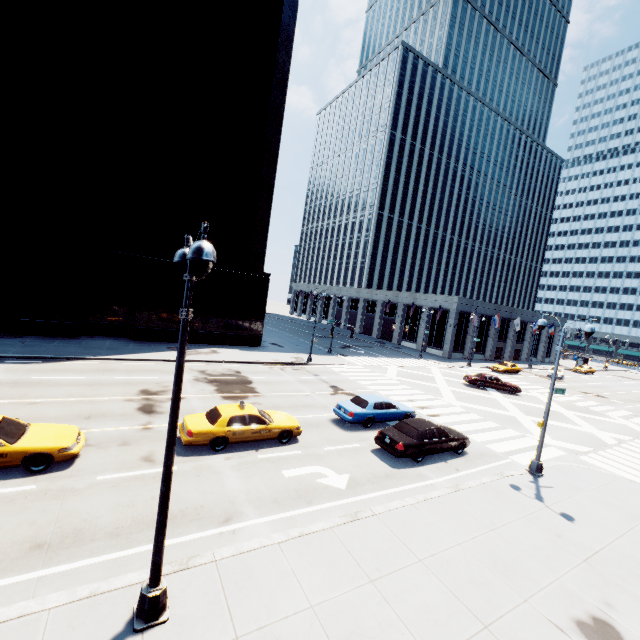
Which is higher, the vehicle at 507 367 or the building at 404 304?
the building at 404 304

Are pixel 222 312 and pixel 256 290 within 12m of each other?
yes

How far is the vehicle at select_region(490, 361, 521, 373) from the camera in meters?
44.2 m

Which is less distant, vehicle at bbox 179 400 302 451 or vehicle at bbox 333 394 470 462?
vehicle at bbox 179 400 302 451

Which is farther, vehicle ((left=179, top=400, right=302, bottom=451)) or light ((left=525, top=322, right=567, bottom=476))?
light ((left=525, top=322, right=567, bottom=476))

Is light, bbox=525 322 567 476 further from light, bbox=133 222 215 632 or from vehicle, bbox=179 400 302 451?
light, bbox=133 222 215 632

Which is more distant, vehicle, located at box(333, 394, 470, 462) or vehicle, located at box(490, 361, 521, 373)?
vehicle, located at box(490, 361, 521, 373)

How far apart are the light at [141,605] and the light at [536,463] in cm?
1556
